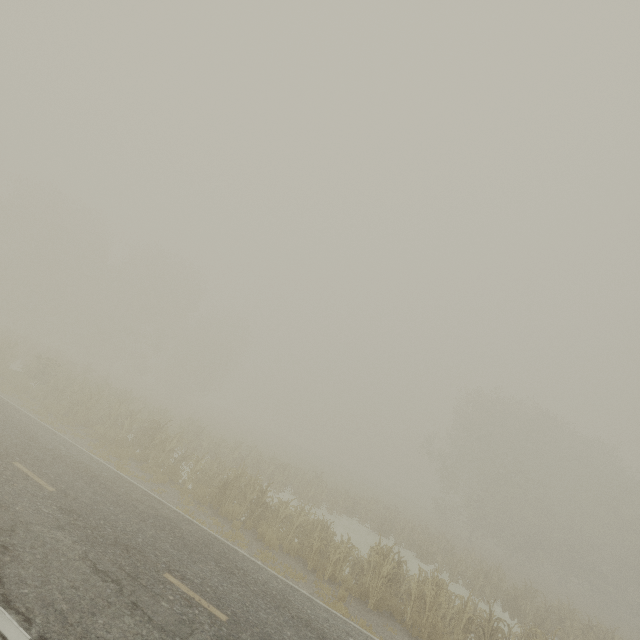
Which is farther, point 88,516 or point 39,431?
point 39,431

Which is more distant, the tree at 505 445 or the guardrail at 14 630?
the tree at 505 445

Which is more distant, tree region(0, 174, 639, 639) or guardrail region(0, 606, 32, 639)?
tree region(0, 174, 639, 639)
